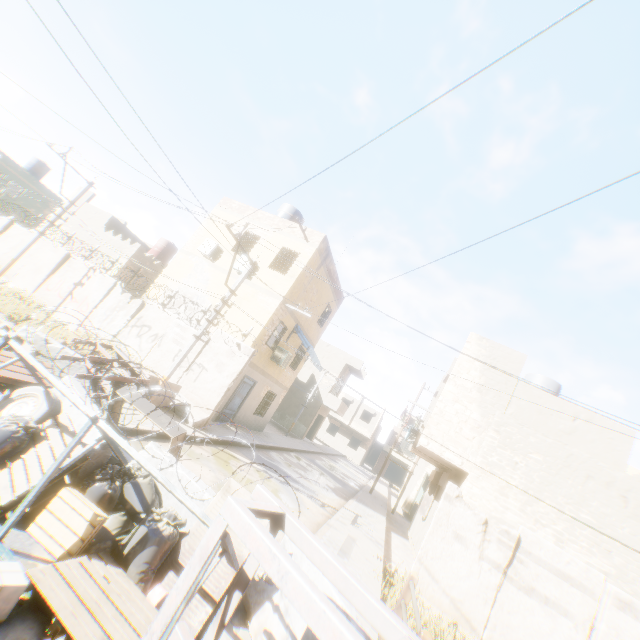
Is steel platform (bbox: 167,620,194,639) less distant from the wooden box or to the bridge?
the bridge

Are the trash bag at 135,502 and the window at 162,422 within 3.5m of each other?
yes

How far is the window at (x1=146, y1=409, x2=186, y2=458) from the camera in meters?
5.1 m

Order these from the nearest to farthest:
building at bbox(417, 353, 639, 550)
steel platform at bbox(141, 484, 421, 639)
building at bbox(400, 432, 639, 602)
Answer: steel platform at bbox(141, 484, 421, 639), building at bbox(400, 432, 639, 602), building at bbox(417, 353, 639, 550)

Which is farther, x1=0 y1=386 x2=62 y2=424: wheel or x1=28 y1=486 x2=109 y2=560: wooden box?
x1=0 y1=386 x2=62 y2=424: wheel

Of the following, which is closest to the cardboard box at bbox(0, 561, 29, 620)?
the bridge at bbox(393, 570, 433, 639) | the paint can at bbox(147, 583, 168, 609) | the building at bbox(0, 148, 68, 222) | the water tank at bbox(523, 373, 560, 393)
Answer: the paint can at bbox(147, 583, 168, 609)

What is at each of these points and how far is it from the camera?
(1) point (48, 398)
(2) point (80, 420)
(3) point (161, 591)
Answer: (1) wheel, 5.0m
(2) concrete block, 4.7m
(3) paint can, 3.6m

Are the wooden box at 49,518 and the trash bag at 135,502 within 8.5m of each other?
yes
